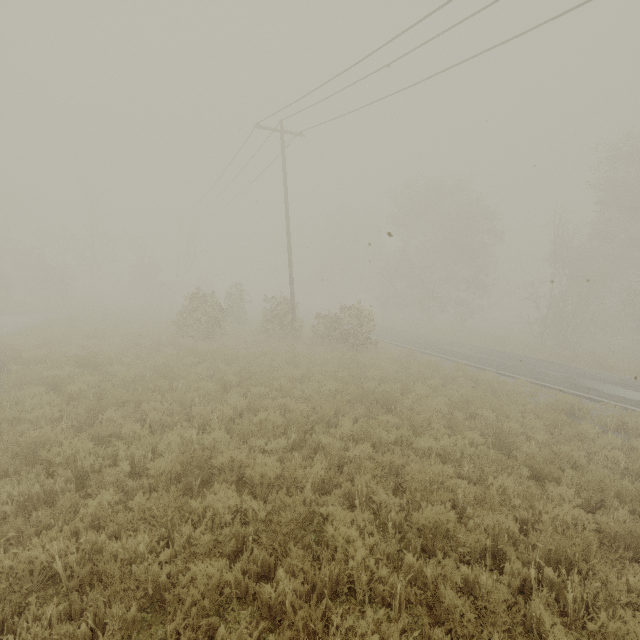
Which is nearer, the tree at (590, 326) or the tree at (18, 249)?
the tree at (590, 326)

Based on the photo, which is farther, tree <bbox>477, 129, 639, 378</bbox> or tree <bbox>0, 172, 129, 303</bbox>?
tree <bbox>0, 172, 129, 303</bbox>

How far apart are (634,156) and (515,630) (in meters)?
34.69
